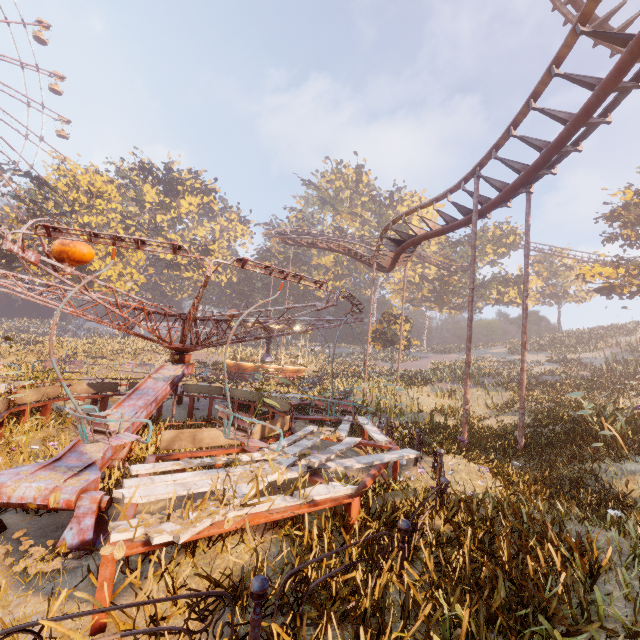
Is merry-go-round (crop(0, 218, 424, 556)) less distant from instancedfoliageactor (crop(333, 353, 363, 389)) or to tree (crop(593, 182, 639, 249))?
instancedfoliageactor (crop(333, 353, 363, 389))

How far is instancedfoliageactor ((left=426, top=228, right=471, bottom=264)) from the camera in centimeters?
4676cm

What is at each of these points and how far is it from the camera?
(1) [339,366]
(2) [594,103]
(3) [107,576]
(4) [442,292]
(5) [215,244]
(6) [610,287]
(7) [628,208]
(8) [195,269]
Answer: (1) instancedfoliageactor, 36.69m
(2) roller coaster, 7.91m
(3) merry-go-round, 2.98m
(4) instancedfoliageactor, 49.00m
(5) instancedfoliageactor, 53.97m
(6) tree, 24.47m
(7) tree, 24.22m
(8) instancedfoliageactor, 53.69m

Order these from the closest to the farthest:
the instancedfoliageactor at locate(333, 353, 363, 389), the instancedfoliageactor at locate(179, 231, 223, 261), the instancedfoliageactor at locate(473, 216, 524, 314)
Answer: the instancedfoliageactor at locate(333, 353, 363, 389) < the instancedfoliageactor at locate(473, 216, 524, 314) < the instancedfoliageactor at locate(179, 231, 223, 261)

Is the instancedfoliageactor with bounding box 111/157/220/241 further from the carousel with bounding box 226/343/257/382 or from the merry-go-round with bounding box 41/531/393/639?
the merry-go-round with bounding box 41/531/393/639

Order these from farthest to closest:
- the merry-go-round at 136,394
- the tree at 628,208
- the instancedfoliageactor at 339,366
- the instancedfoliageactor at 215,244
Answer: the instancedfoliageactor at 215,244, the instancedfoliageactor at 339,366, the tree at 628,208, the merry-go-round at 136,394

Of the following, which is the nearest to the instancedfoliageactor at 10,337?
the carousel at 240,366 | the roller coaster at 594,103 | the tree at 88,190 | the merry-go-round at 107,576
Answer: the carousel at 240,366
